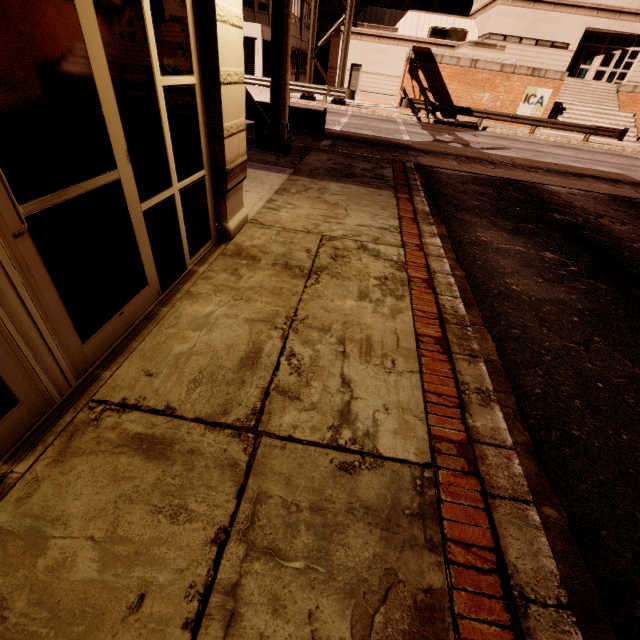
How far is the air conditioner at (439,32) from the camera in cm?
2964

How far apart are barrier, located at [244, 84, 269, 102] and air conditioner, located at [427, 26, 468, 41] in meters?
23.8 m

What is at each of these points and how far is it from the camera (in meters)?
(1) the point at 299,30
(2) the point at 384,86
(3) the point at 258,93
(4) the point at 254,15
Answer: (1) building, 32.38
(2) building, 31.70
(3) barrier, 15.94
(4) building, 25.66

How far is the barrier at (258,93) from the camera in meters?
15.8 m

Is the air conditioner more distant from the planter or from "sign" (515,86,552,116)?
"sign" (515,86,552,116)

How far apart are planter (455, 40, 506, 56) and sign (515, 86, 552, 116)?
2.6m

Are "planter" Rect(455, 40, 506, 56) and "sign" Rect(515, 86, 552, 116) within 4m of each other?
yes

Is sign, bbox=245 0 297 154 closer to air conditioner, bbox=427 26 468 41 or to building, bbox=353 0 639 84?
building, bbox=353 0 639 84
